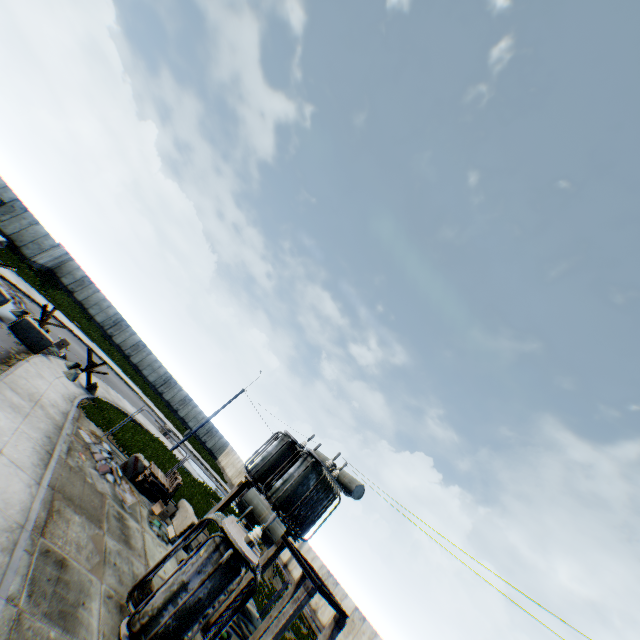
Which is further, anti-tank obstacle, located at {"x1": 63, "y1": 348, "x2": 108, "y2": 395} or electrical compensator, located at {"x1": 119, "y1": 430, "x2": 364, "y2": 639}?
anti-tank obstacle, located at {"x1": 63, "y1": 348, "x2": 108, "y2": 395}

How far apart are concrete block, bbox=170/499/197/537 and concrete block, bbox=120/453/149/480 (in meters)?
2.52

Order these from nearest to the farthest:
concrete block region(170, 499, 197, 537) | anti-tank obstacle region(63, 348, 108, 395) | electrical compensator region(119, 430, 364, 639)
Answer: electrical compensator region(119, 430, 364, 639)
concrete block region(170, 499, 197, 537)
anti-tank obstacle region(63, 348, 108, 395)

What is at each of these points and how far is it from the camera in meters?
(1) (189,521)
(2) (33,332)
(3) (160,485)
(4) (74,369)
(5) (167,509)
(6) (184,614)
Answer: (1) concrete block, 14.9 m
(2) concrete block, 16.2 m
(3) wooden pallet, 15.2 m
(4) anti-tank obstacle, 17.7 m
(5) debris, 14.1 m
(6) electrical compensator, 7.4 m

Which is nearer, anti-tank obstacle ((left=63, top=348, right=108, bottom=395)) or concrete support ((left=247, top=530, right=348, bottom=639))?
concrete support ((left=247, top=530, right=348, bottom=639))

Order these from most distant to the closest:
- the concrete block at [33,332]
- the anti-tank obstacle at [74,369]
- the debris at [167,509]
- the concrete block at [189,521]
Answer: the anti-tank obstacle at [74,369]
the concrete block at [33,332]
the concrete block at [189,521]
the debris at [167,509]

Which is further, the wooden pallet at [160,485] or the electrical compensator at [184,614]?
the wooden pallet at [160,485]

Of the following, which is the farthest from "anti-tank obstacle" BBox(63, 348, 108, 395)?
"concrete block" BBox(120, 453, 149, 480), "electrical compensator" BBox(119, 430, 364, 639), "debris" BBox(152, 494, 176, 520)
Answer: "electrical compensator" BBox(119, 430, 364, 639)
